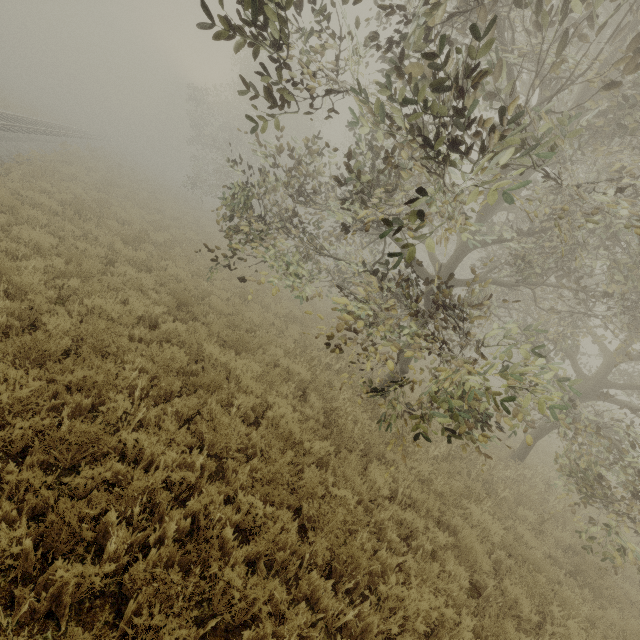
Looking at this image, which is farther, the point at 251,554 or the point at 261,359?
the point at 261,359
